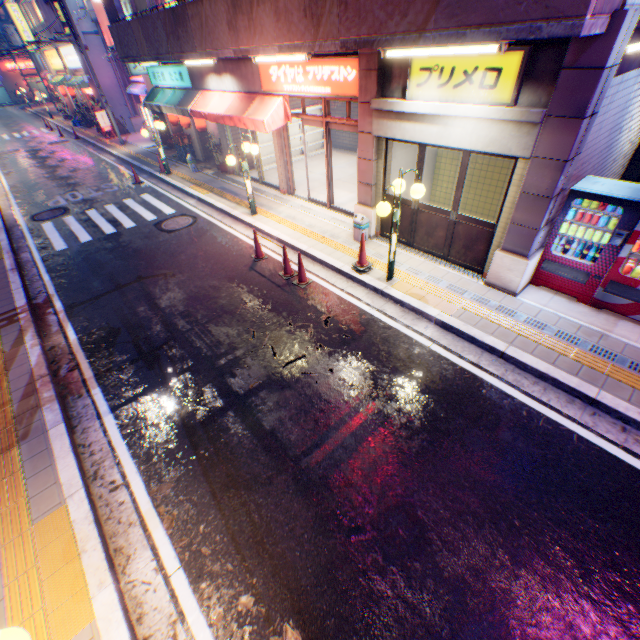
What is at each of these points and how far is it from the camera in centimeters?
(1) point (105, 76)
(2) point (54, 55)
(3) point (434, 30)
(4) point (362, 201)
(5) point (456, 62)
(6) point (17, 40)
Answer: (1) building, 2233cm
(2) sign, 2723cm
(3) balcony, 481cm
(4) column, 875cm
(5) sign, 558cm
(6) electric pole, 3400cm

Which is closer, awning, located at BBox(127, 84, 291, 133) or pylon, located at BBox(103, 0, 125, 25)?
awning, located at BBox(127, 84, 291, 133)

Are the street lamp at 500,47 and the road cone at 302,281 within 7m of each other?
yes

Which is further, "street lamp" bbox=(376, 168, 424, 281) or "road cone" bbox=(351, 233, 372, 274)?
Answer: "road cone" bbox=(351, 233, 372, 274)

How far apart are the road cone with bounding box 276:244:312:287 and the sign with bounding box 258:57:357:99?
3.8m

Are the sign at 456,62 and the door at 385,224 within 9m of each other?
yes

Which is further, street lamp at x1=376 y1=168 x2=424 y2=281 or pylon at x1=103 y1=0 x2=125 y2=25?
pylon at x1=103 y1=0 x2=125 y2=25

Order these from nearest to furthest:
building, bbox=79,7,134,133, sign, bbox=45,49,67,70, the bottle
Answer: the bottle < building, bbox=79,7,134,133 < sign, bbox=45,49,67,70
